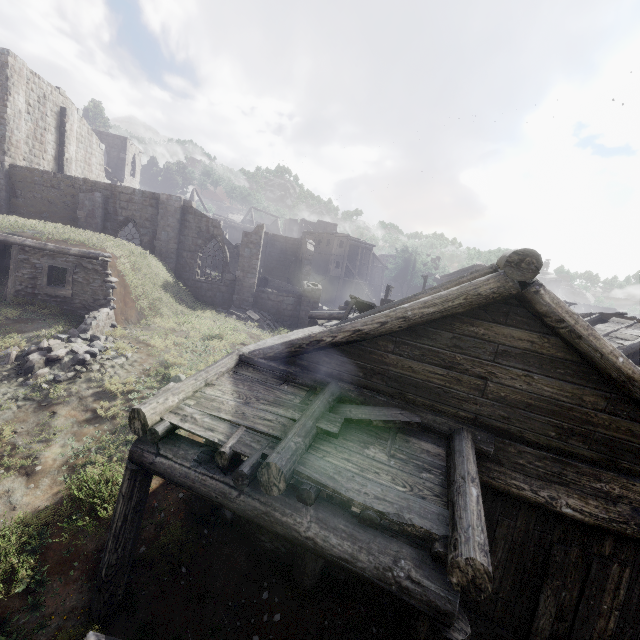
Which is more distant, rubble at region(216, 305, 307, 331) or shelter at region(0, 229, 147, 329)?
rubble at region(216, 305, 307, 331)

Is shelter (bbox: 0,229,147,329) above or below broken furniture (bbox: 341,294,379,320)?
below

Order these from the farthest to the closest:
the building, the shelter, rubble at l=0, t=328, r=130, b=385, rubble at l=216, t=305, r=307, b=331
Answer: rubble at l=216, t=305, r=307, b=331 → the shelter → rubble at l=0, t=328, r=130, b=385 → the building

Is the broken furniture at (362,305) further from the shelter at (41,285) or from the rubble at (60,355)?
the shelter at (41,285)

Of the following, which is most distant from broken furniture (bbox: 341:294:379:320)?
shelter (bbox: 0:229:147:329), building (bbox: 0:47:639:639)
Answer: shelter (bbox: 0:229:147:329)

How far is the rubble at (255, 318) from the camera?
20.62m

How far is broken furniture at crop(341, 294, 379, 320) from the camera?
11.32m

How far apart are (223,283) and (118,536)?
18.8 meters
